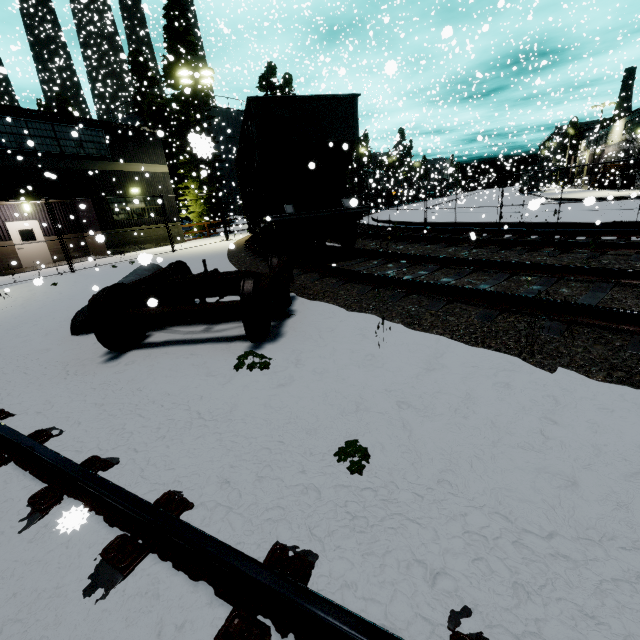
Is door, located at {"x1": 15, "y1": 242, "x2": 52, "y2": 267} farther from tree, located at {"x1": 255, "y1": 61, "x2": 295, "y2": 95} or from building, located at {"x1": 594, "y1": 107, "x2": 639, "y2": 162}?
tree, located at {"x1": 255, "y1": 61, "x2": 295, "y2": 95}

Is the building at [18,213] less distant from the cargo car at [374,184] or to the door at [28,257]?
the door at [28,257]

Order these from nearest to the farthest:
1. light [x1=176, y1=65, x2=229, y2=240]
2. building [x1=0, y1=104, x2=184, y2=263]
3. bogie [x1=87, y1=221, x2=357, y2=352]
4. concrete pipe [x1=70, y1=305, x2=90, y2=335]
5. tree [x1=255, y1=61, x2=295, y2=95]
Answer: bogie [x1=87, y1=221, x2=357, y2=352] < concrete pipe [x1=70, y1=305, x2=90, y2=335] < light [x1=176, y1=65, x2=229, y2=240] < building [x1=0, y1=104, x2=184, y2=263] < tree [x1=255, y1=61, x2=295, y2=95]

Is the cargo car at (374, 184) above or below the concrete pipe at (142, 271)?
above

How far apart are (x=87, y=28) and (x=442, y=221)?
25.8 meters

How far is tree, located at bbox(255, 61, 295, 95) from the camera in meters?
33.8 m

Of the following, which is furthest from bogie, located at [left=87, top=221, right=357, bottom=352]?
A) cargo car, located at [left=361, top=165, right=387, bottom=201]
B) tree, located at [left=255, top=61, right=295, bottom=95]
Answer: tree, located at [left=255, top=61, right=295, bottom=95]

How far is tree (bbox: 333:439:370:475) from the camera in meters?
2.1
